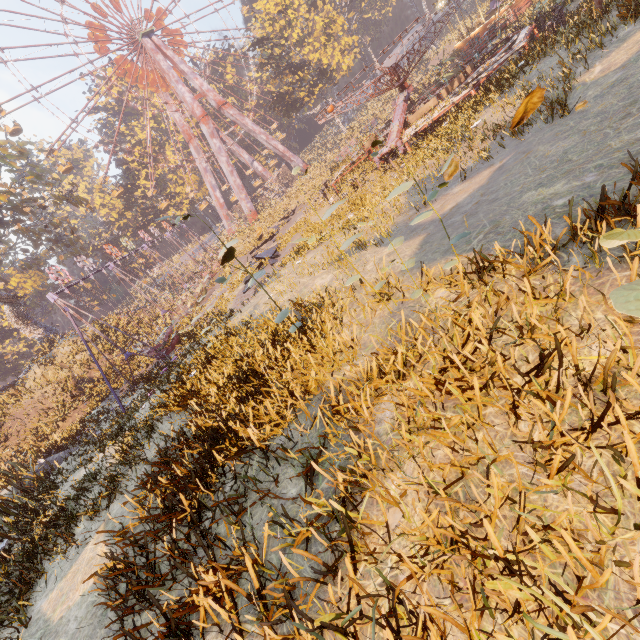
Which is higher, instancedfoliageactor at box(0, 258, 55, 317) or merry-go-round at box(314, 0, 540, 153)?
instancedfoliageactor at box(0, 258, 55, 317)

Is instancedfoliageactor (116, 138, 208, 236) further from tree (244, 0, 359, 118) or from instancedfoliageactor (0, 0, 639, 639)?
instancedfoliageactor (0, 0, 639, 639)

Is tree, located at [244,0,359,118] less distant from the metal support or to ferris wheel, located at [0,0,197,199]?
the metal support

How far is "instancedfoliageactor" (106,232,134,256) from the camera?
55.4m

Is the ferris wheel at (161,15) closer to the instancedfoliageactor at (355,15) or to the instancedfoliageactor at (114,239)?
the instancedfoliageactor at (114,239)

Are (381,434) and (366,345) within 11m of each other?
yes

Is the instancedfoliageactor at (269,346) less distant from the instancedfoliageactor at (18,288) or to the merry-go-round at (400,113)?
the merry-go-round at (400,113)

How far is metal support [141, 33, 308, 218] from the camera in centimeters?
4394cm
